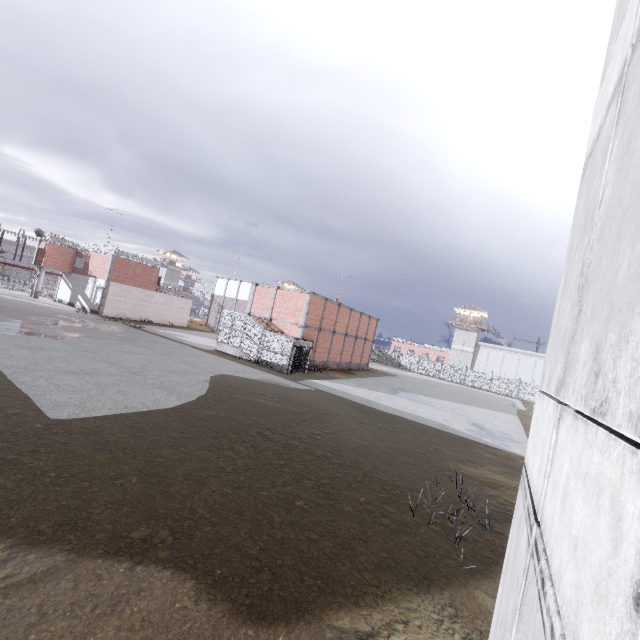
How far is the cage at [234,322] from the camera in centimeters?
2583cm

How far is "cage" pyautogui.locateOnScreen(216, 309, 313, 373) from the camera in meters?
25.8 m

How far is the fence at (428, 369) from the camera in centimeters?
5062cm

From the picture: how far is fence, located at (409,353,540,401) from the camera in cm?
5062

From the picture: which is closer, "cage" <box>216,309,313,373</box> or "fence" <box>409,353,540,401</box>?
"cage" <box>216,309,313,373</box>

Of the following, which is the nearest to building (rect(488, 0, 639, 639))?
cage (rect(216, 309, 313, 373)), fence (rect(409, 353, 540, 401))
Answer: fence (rect(409, 353, 540, 401))

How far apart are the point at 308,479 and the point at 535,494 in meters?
7.1
